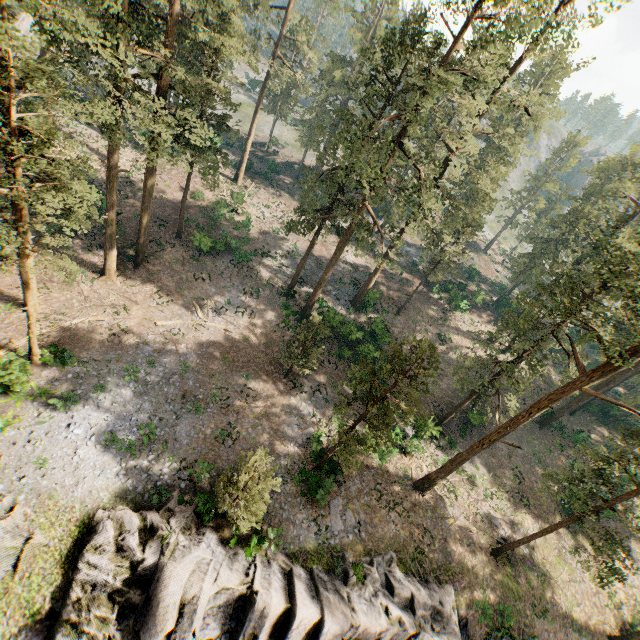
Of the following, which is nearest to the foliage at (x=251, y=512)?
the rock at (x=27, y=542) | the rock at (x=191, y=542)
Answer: the rock at (x=27, y=542)

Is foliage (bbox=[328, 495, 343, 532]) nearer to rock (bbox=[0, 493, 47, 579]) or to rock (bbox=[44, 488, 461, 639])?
rock (bbox=[0, 493, 47, 579])

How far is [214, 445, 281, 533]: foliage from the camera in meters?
16.0

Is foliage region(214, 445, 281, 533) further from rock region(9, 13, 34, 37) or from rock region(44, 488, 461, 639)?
rock region(44, 488, 461, 639)

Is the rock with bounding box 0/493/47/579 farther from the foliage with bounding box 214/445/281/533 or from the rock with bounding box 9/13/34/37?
the rock with bounding box 9/13/34/37

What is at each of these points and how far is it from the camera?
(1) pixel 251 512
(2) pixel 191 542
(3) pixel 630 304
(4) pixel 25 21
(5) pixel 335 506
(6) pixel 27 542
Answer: (1) foliage, 17.75m
(2) rock, 17.47m
(3) foliage, 22.94m
(4) rock, 51.44m
(5) foliage, 22.80m
(6) rock, 15.40m

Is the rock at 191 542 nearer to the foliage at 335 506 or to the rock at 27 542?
the rock at 27 542
